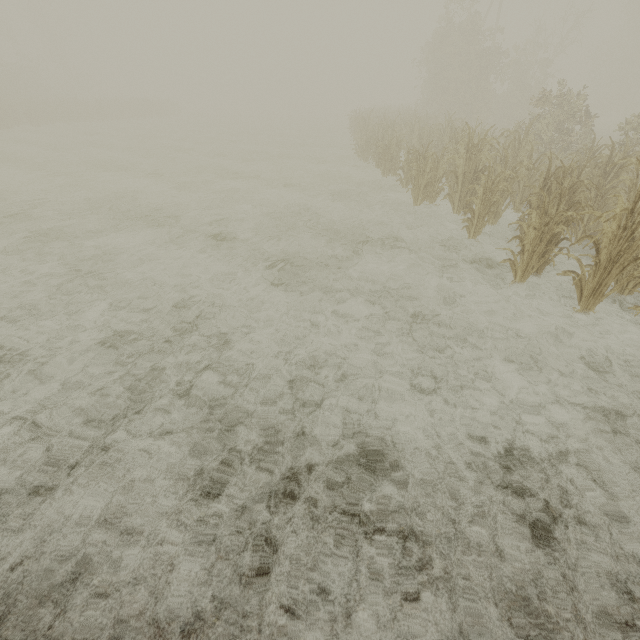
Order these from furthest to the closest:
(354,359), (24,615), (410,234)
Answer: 1. (410,234)
2. (354,359)
3. (24,615)
